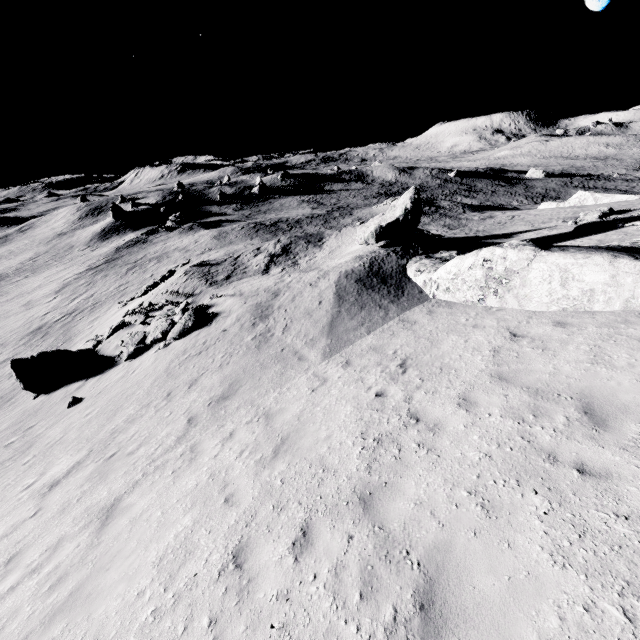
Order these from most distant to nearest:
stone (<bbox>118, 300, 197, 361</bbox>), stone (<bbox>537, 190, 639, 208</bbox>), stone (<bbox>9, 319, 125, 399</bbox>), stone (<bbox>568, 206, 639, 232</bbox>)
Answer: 1. stone (<bbox>537, 190, 639, 208</bbox>)
2. stone (<bbox>568, 206, 639, 232</bbox>)
3. stone (<bbox>9, 319, 125, 399</bbox>)
4. stone (<bbox>118, 300, 197, 361</bbox>)

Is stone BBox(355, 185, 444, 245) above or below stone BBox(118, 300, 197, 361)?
above

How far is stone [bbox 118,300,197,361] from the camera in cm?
1612

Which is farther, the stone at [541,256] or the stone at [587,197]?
the stone at [587,197]

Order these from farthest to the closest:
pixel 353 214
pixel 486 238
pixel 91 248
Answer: pixel 91 248 → pixel 353 214 → pixel 486 238

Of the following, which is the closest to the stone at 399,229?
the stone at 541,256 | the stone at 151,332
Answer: the stone at 541,256

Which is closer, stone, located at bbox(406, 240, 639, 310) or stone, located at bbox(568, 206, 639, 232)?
stone, located at bbox(406, 240, 639, 310)

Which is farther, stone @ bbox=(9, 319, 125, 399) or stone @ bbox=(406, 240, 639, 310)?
stone @ bbox=(9, 319, 125, 399)
